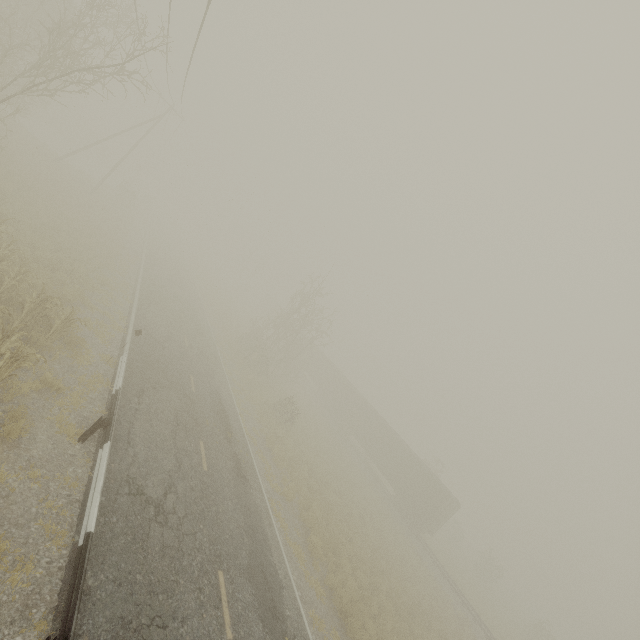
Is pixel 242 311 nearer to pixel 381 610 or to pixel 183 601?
pixel 381 610

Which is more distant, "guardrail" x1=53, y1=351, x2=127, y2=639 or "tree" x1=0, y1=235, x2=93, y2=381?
"tree" x1=0, y1=235, x2=93, y2=381

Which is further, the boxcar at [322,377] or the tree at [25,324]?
the boxcar at [322,377]

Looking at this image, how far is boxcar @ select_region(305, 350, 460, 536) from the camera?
28.98m

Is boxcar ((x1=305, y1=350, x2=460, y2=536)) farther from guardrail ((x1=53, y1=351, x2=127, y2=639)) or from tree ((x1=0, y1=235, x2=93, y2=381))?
tree ((x1=0, y1=235, x2=93, y2=381))

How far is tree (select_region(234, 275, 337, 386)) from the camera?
28.5 meters

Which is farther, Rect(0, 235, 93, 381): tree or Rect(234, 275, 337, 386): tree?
Rect(234, 275, 337, 386): tree

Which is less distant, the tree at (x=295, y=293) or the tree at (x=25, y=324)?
the tree at (x=25, y=324)
